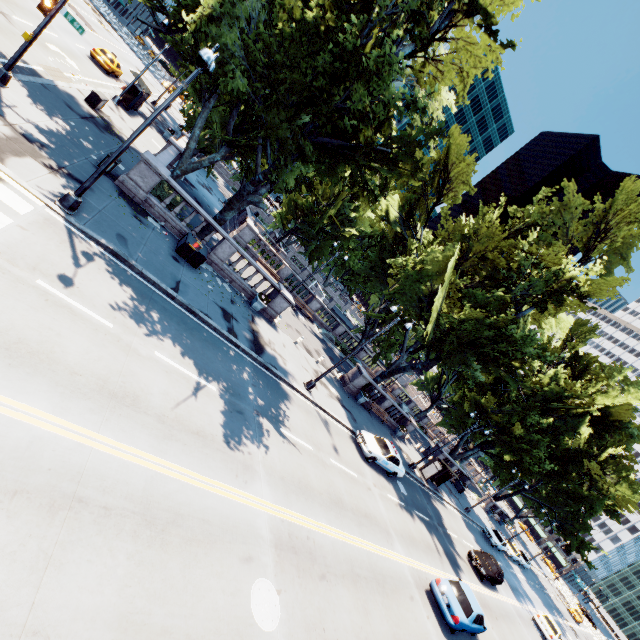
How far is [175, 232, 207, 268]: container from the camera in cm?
1652

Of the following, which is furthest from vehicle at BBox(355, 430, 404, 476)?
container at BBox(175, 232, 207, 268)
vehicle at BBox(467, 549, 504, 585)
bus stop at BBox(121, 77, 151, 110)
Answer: bus stop at BBox(121, 77, 151, 110)

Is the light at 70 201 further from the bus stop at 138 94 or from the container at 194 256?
the bus stop at 138 94

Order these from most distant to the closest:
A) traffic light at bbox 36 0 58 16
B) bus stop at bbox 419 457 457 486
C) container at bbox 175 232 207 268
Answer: bus stop at bbox 419 457 457 486 < container at bbox 175 232 207 268 < traffic light at bbox 36 0 58 16

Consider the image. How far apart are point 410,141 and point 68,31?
34.85m

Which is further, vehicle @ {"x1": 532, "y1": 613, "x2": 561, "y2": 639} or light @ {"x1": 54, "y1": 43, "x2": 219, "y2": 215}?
vehicle @ {"x1": 532, "y1": 613, "x2": 561, "y2": 639}

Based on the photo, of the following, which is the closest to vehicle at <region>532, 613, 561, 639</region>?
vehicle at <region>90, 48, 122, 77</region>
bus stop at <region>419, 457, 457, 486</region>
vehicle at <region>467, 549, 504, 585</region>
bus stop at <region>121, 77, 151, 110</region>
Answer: vehicle at <region>467, 549, 504, 585</region>

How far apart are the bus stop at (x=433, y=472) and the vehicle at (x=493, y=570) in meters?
5.4
